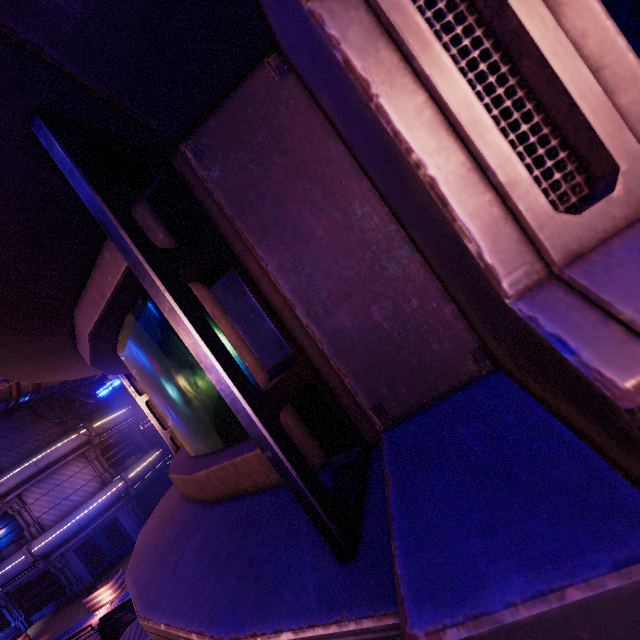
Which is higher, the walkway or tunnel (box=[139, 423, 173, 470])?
the walkway

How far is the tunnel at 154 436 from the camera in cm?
2855

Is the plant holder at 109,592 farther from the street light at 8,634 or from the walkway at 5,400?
the walkway at 5,400

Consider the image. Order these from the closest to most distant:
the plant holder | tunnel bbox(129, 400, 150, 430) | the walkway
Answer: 1. the walkway
2. the plant holder
3. tunnel bbox(129, 400, 150, 430)

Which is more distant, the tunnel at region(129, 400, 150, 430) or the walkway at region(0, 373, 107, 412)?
the tunnel at region(129, 400, 150, 430)

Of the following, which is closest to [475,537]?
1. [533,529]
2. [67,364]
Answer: [533,529]

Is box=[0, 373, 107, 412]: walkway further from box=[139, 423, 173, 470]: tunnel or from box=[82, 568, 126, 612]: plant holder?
box=[82, 568, 126, 612]: plant holder
